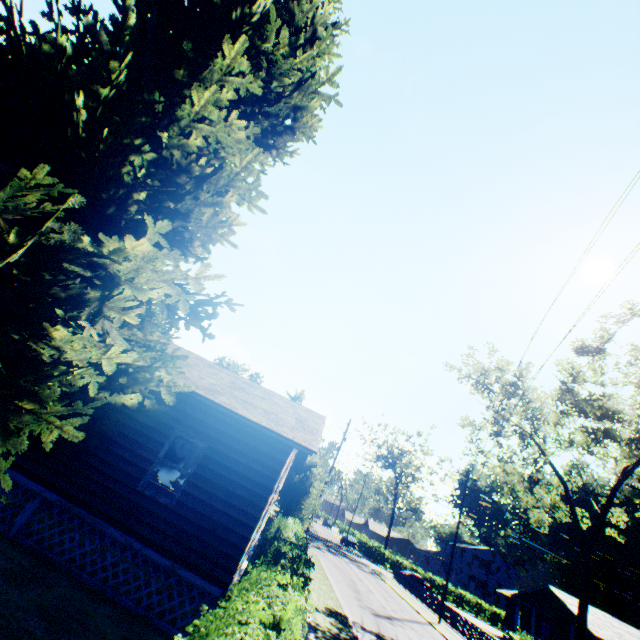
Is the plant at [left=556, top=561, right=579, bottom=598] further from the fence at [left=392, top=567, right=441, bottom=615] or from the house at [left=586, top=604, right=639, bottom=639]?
the house at [left=586, top=604, right=639, bottom=639]

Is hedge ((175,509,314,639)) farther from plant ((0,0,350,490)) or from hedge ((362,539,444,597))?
hedge ((362,539,444,597))

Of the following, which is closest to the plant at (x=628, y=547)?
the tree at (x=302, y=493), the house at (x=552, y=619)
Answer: the tree at (x=302, y=493)

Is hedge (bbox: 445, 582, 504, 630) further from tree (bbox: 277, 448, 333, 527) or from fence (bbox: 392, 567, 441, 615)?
tree (bbox: 277, 448, 333, 527)

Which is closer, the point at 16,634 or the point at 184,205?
the point at 16,634

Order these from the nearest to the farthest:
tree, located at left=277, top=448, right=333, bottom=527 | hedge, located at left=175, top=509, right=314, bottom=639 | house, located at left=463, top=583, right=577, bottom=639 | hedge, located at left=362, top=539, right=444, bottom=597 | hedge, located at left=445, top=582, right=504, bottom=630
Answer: hedge, located at left=175, top=509, right=314, bottom=639
tree, located at left=277, top=448, right=333, bottom=527
house, located at left=463, top=583, right=577, bottom=639
hedge, located at left=445, top=582, right=504, bottom=630
hedge, located at left=362, top=539, right=444, bottom=597

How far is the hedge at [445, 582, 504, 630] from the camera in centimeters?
4878cm

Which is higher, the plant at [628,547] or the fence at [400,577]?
the plant at [628,547]
